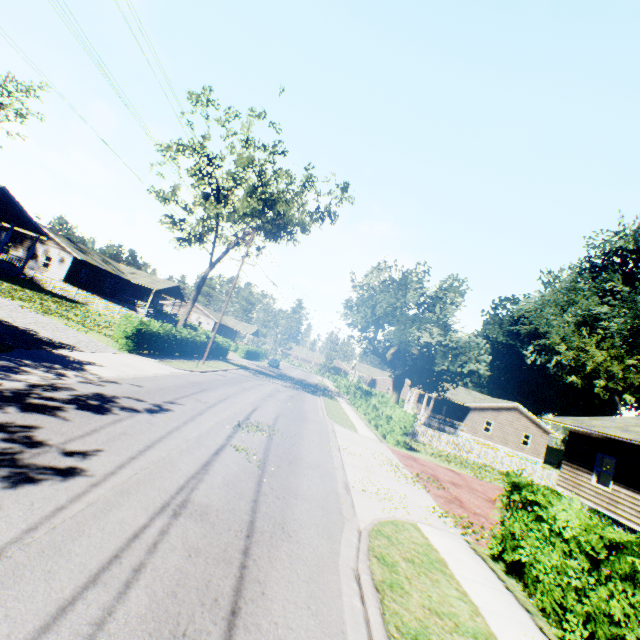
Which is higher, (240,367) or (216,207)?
(216,207)

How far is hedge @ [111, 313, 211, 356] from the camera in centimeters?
1861cm

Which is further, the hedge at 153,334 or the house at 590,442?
the hedge at 153,334

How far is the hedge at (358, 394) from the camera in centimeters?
1884cm

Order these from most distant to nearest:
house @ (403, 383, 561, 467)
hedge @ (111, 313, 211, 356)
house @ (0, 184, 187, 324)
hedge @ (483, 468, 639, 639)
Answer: house @ (403, 383, 561, 467) → house @ (0, 184, 187, 324) → hedge @ (111, 313, 211, 356) → hedge @ (483, 468, 639, 639)

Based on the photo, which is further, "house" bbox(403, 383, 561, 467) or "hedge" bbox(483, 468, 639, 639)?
"house" bbox(403, 383, 561, 467)

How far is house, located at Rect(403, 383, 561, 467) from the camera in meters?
40.0 m
